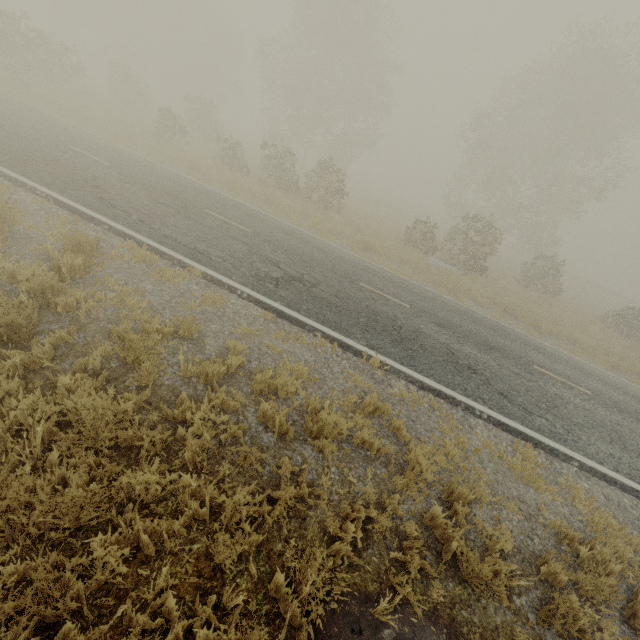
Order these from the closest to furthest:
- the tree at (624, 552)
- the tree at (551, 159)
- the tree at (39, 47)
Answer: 1. the tree at (624, 552)
2. the tree at (39, 47)
3. the tree at (551, 159)

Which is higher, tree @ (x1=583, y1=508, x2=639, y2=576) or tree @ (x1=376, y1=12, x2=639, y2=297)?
tree @ (x1=376, y1=12, x2=639, y2=297)

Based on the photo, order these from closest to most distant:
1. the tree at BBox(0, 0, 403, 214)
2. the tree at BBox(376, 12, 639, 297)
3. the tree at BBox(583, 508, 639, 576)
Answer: the tree at BBox(583, 508, 639, 576) → the tree at BBox(0, 0, 403, 214) → the tree at BBox(376, 12, 639, 297)

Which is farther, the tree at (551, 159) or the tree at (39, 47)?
the tree at (551, 159)

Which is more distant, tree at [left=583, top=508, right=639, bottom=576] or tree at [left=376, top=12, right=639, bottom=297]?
tree at [left=376, top=12, right=639, bottom=297]

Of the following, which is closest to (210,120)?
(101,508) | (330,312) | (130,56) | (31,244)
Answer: (31,244)
